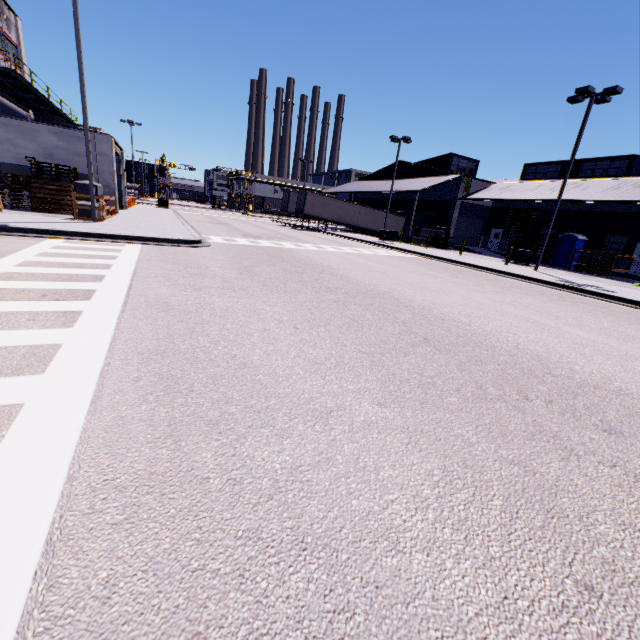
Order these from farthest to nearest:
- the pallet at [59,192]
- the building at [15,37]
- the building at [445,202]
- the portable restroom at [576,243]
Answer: the building at [445,202] → the portable restroom at [576,243] → the building at [15,37] → the pallet at [59,192]

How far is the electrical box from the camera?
32.9 meters

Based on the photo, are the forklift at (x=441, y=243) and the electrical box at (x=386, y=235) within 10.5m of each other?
yes

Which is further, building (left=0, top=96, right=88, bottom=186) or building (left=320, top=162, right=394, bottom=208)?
building (left=320, top=162, right=394, bottom=208)

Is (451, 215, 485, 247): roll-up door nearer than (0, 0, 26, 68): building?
No

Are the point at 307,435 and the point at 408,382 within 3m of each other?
yes

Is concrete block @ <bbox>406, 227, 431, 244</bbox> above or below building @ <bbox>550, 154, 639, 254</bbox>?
below

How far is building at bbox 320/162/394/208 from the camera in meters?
43.2 m
